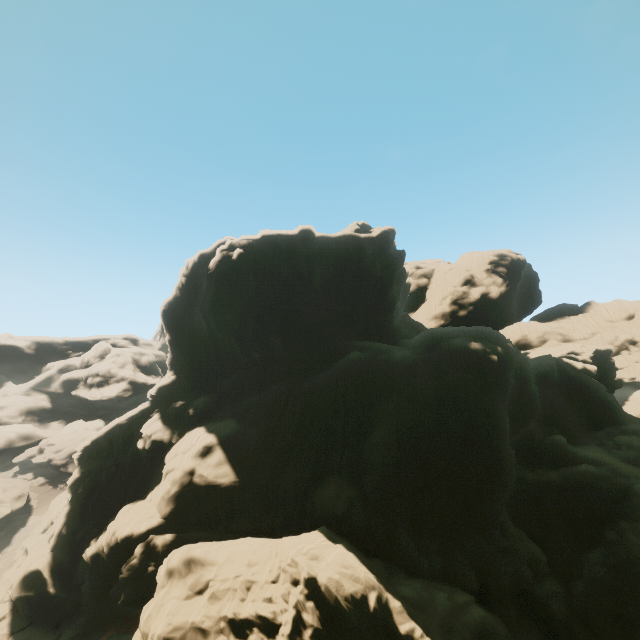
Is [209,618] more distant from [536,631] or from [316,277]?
[316,277]
